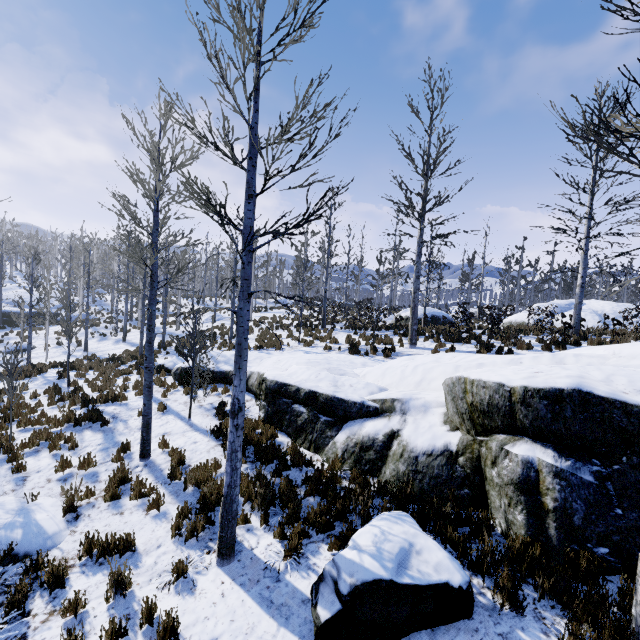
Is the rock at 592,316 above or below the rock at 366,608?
above

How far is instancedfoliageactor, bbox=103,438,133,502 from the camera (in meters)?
6.54

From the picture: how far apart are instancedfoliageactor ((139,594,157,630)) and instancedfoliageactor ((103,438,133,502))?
2.42m

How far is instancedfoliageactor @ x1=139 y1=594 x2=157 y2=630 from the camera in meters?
4.0

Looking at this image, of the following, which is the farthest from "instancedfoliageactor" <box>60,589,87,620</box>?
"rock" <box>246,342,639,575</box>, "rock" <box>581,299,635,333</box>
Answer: "rock" <box>581,299,635,333</box>

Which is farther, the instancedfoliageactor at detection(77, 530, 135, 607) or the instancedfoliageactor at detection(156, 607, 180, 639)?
the instancedfoliageactor at detection(77, 530, 135, 607)

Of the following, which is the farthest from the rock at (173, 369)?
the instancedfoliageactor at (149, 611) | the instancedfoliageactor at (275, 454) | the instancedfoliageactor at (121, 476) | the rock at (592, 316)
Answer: the rock at (592, 316)

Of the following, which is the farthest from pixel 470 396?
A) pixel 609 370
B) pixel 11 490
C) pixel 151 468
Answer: pixel 11 490
